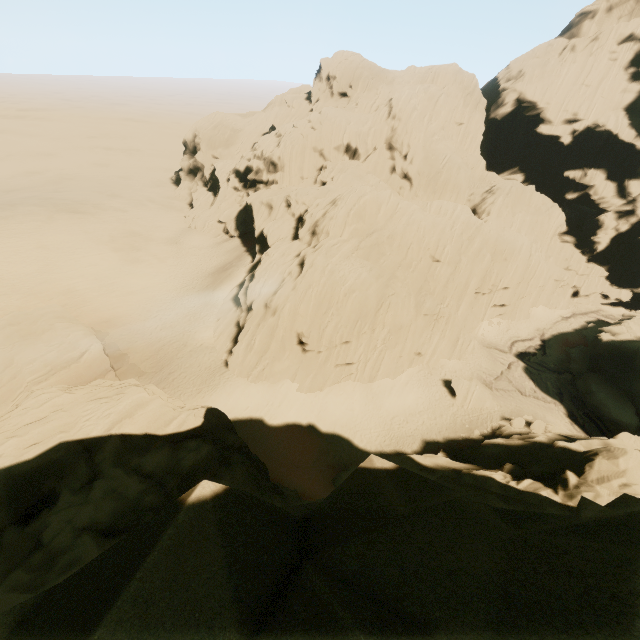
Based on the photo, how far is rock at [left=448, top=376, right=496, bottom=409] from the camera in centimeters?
3334cm

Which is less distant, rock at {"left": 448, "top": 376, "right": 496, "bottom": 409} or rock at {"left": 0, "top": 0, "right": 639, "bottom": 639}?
rock at {"left": 0, "top": 0, "right": 639, "bottom": 639}

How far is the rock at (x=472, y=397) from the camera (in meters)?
33.34

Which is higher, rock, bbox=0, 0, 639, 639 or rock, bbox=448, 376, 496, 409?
rock, bbox=0, 0, 639, 639

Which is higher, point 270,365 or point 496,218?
point 496,218

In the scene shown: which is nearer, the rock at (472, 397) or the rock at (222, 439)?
the rock at (222, 439)
